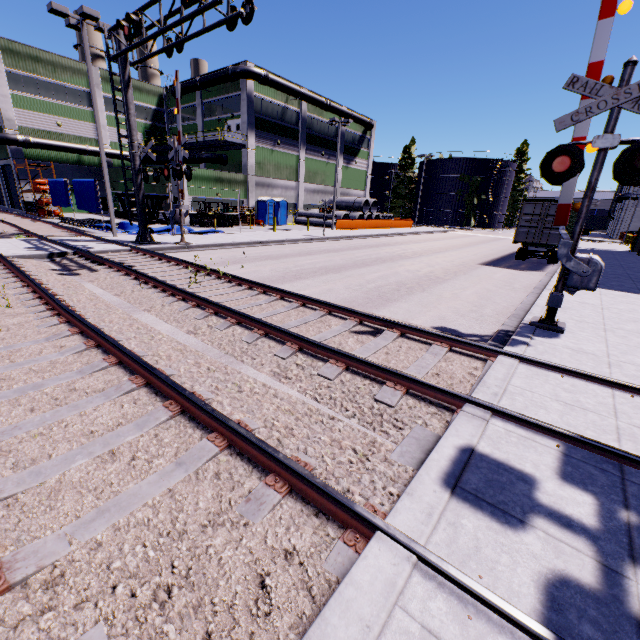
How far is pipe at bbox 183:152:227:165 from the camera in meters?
34.6

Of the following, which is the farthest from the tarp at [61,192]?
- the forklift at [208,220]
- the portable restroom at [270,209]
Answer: the portable restroom at [270,209]

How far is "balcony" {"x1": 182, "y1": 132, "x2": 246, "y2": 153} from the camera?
31.6m

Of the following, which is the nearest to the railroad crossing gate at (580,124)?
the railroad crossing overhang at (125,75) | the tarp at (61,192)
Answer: the railroad crossing overhang at (125,75)

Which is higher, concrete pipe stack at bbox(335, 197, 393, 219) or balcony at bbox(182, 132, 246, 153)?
balcony at bbox(182, 132, 246, 153)

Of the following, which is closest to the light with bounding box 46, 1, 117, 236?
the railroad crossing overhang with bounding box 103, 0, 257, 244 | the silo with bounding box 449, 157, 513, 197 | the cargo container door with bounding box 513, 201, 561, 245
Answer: the railroad crossing overhang with bounding box 103, 0, 257, 244

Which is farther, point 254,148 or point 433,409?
point 254,148

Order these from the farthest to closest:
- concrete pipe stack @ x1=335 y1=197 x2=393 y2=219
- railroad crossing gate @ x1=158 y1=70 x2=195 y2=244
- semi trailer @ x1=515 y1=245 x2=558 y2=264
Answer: concrete pipe stack @ x1=335 y1=197 x2=393 y2=219
semi trailer @ x1=515 y1=245 x2=558 y2=264
railroad crossing gate @ x1=158 y1=70 x2=195 y2=244
